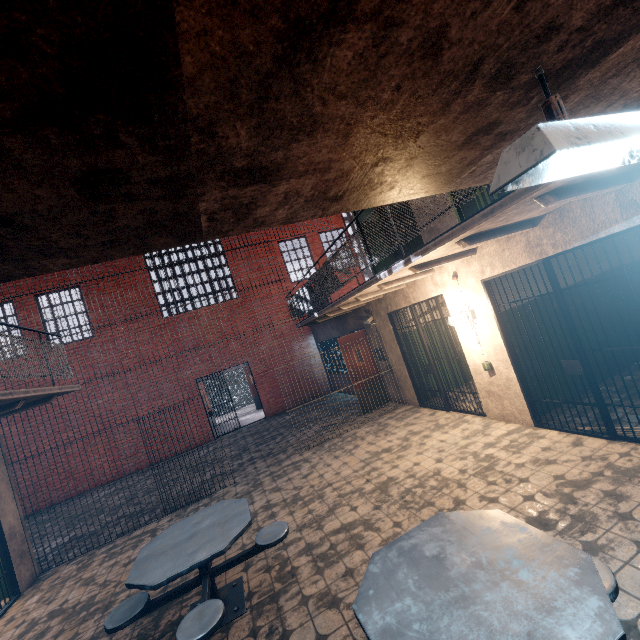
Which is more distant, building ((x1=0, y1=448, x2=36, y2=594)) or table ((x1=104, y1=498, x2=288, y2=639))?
building ((x1=0, y1=448, x2=36, y2=594))

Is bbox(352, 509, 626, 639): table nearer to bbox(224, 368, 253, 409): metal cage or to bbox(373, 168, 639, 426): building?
bbox(373, 168, 639, 426): building

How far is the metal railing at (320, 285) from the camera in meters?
3.3

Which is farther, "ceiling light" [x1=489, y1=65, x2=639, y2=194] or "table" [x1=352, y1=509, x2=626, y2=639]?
"table" [x1=352, y1=509, x2=626, y2=639]

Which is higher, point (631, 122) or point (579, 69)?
point (579, 69)

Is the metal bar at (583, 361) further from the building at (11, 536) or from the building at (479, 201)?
the building at (11, 536)

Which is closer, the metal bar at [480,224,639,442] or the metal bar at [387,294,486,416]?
the metal bar at [480,224,639,442]

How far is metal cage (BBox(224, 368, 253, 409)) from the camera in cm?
1844
